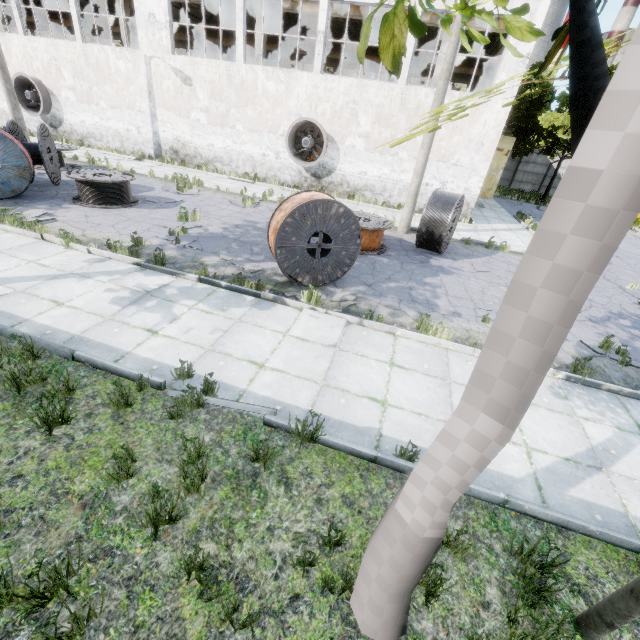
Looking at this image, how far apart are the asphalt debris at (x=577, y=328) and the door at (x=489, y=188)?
16.4 meters

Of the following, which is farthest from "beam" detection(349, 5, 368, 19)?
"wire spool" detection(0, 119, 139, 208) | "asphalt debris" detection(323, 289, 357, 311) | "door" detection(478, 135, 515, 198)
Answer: "asphalt debris" detection(323, 289, 357, 311)

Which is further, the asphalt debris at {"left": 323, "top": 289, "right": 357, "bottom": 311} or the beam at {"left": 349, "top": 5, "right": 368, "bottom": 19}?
the beam at {"left": 349, "top": 5, "right": 368, "bottom": 19}

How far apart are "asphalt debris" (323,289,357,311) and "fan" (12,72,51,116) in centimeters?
2379cm

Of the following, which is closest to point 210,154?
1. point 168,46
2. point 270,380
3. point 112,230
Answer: point 168,46

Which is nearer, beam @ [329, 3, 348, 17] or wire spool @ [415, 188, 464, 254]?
wire spool @ [415, 188, 464, 254]

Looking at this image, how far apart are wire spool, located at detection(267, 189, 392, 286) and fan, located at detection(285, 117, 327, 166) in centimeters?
1018cm

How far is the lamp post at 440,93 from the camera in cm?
1005
